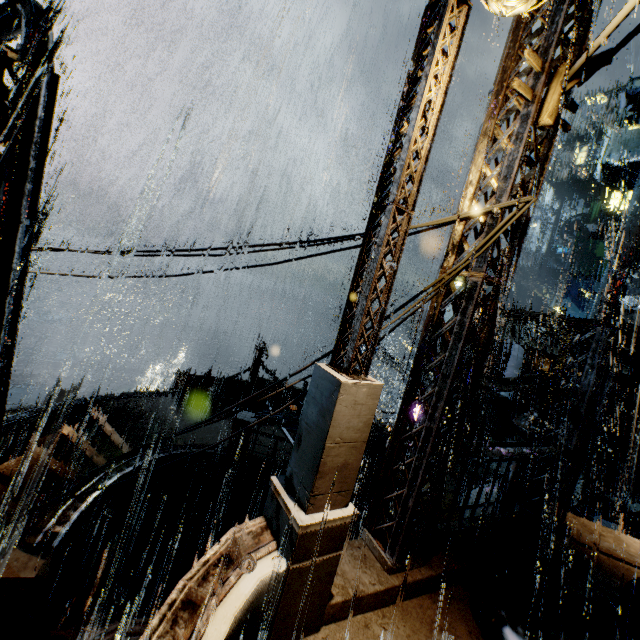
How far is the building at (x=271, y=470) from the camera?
13.1m

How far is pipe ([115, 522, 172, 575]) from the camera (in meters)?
16.19

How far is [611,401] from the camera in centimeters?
2314cm

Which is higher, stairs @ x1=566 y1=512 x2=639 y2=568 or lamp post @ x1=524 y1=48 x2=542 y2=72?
lamp post @ x1=524 y1=48 x2=542 y2=72

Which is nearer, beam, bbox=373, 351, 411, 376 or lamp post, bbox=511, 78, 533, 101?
lamp post, bbox=511, 78, 533, 101

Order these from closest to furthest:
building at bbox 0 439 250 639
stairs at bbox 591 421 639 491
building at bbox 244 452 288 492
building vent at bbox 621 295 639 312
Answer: building at bbox 0 439 250 639 → building at bbox 244 452 288 492 → stairs at bbox 591 421 639 491 → building vent at bbox 621 295 639 312

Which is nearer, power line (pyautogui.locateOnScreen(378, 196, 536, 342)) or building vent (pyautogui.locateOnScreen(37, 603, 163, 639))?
power line (pyautogui.locateOnScreen(378, 196, 536, 342))

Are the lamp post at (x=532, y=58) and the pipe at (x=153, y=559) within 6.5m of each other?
no
